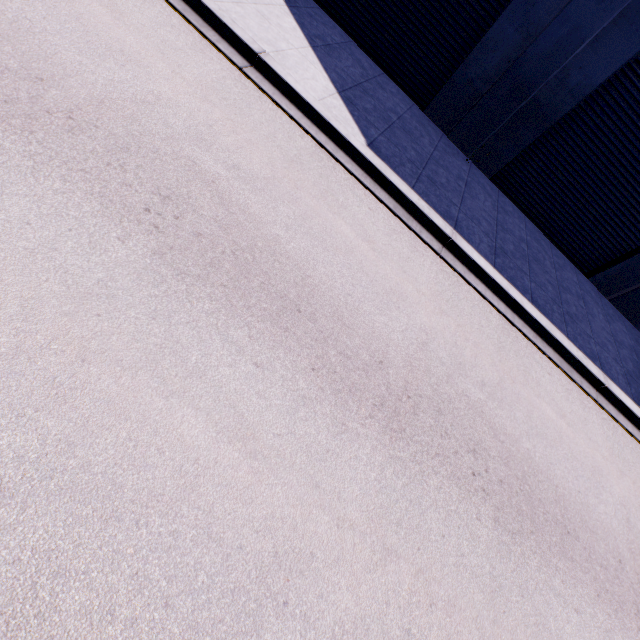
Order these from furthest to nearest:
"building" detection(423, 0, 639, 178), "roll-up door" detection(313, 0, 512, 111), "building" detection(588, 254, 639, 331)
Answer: "building" detection(588, 254, 639, 331), "roll-up door" detection(313, 0, 512, 111), "building" detection(423, 0, 639, 178)

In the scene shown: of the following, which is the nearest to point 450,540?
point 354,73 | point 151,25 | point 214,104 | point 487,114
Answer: point 214,104

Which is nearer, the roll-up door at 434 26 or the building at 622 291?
the roll-up door at 434 26

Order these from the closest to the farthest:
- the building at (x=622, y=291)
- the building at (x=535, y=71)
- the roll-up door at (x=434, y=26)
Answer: the building at (x=535, y=71), the roll-up door at (x=434, y=26), the building at (x=622, y=291)

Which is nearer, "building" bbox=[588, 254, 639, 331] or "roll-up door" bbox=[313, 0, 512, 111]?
"roll-up door" bbox=[313, 0, 512, 111]
